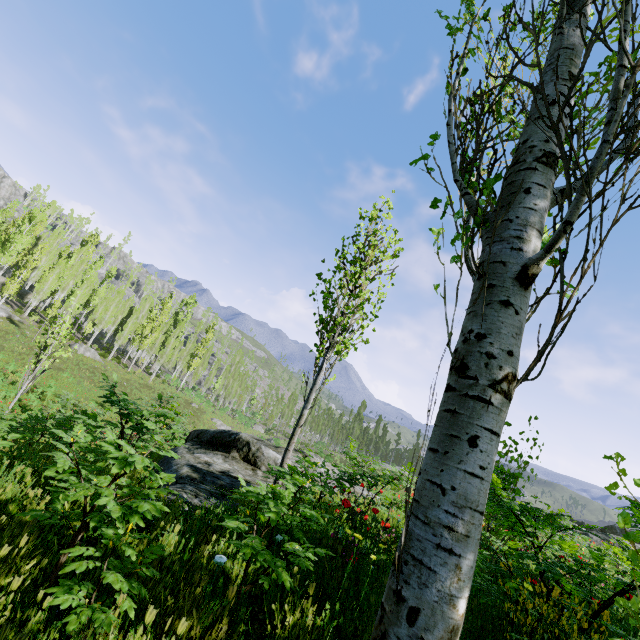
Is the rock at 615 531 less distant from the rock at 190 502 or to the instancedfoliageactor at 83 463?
the instancedfoliageactor at 83 463

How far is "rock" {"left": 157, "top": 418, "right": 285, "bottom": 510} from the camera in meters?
5.5

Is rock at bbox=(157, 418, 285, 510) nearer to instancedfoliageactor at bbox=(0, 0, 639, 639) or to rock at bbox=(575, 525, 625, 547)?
instancedfoliageactor at bbox=(0, 0, 639, 639)

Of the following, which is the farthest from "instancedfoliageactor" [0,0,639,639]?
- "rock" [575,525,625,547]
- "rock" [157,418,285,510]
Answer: "rock" [157,418,285,510]

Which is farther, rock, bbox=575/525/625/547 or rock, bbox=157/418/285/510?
rock, bbox=575/525/625/547

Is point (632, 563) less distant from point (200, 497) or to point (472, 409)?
point (472, 409)

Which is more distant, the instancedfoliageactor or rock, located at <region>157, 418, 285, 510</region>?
rock, located at <region>157, 418, 285, 510</region>

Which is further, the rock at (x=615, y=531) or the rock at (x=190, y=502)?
the rock at (x=615, y=531)
